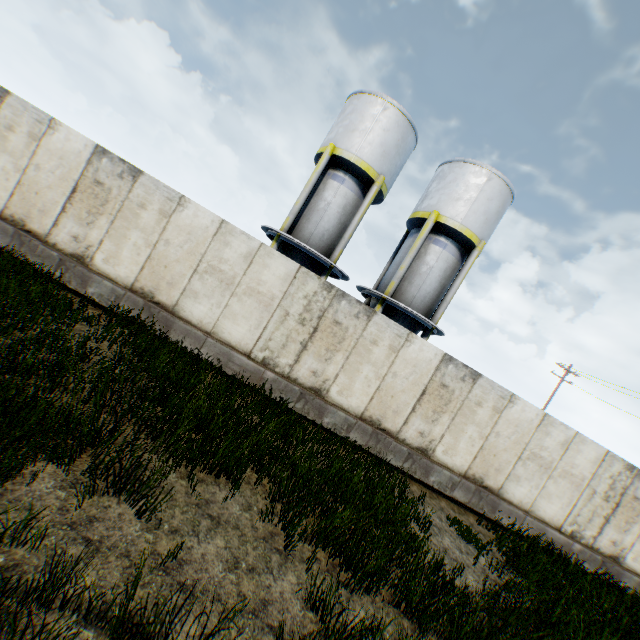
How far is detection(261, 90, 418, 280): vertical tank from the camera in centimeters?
1436cm

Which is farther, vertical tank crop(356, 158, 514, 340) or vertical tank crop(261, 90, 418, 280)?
vertical tank crop(356, 158, 514, 340)

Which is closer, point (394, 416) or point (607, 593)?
point (607, 593)

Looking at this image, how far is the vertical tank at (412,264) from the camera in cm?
1490

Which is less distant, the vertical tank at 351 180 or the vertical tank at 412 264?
the vertical tank at 351 180

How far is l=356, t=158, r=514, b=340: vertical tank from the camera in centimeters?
1490cm
